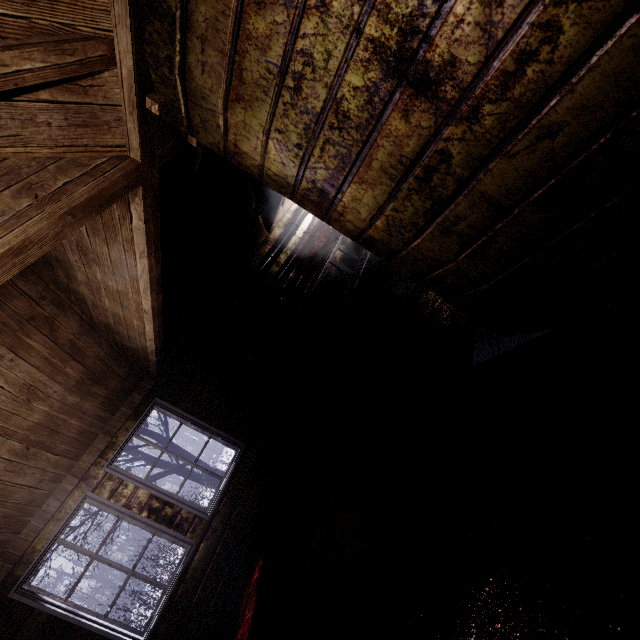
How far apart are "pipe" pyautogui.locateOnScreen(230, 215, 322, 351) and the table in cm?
43

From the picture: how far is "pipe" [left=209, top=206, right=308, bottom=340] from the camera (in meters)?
4.63

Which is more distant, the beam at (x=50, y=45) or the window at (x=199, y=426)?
the window at (x=199, y=426)

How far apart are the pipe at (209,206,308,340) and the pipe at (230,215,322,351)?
0.12m

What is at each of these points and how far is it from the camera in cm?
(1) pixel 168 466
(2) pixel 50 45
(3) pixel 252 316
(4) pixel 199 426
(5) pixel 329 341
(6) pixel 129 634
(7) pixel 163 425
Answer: (1) tree, 662
(2) beam, 98
(3) pipe, 482
(4) window, 409
(5) table, 464
(6) window, 304
(7) tree, 683

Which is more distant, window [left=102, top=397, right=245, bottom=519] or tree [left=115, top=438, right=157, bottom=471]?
tree [left=115, top=438, right=157, bottom=471]

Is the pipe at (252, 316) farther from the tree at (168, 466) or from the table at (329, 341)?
the tree at (168, 466)

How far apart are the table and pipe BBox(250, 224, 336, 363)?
0.1 meters
